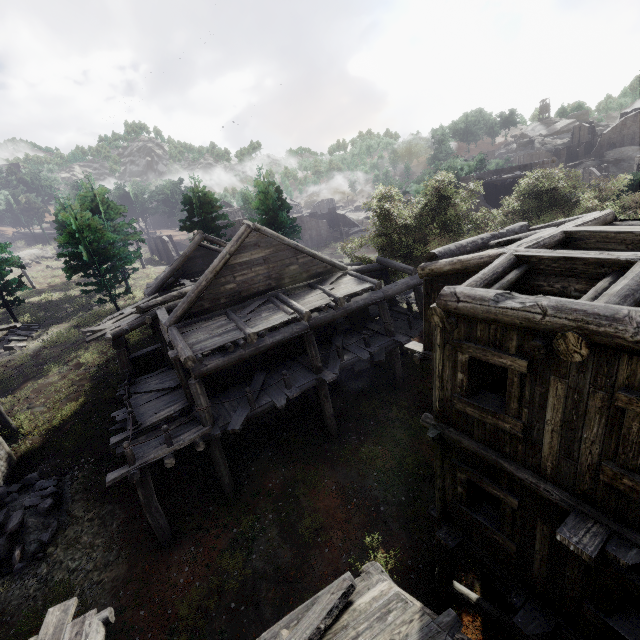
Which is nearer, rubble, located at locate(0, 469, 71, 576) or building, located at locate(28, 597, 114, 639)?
building, located at locate(28, 597, 114, 639)

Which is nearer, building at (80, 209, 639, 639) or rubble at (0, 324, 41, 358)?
building at (80, 209, 639, 639)

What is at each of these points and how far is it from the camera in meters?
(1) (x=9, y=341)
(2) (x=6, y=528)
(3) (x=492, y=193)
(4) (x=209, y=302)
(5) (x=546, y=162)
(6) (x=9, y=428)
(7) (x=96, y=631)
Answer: (1) rubble, 25.2
(2) rubble, 11.4
(3) building, 35.3
(4) building, 13.0
(5) building, 29.8
(6) building, 16.3
(7) building, 6.1

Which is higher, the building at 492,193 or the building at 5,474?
the building at 492,193

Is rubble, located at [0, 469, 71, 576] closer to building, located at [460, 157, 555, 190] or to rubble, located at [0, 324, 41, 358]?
building, located at [460, 157, 555, 190]

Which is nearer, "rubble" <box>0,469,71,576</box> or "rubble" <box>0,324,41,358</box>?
"rubble" <box>0,469,71,576</box>

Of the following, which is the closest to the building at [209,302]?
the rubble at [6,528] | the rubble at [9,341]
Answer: the rubble at [6,528]
